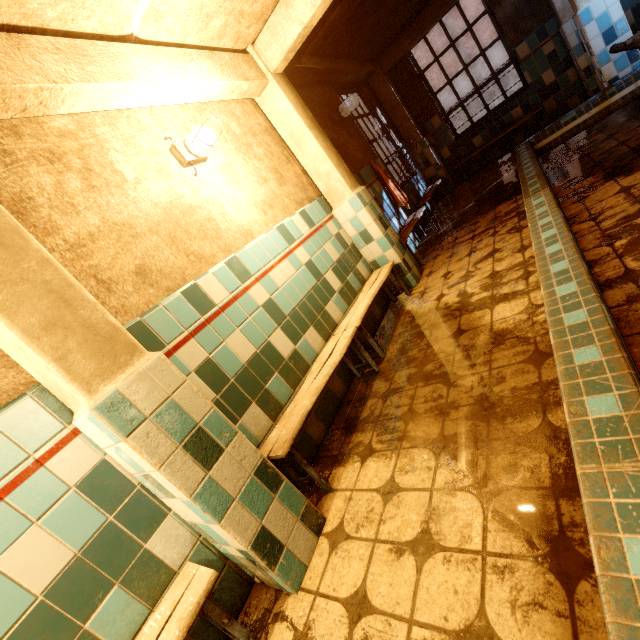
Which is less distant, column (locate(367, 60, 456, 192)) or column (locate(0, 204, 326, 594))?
column (locate(0, 204, 326, 594))

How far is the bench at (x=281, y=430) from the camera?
1.90m

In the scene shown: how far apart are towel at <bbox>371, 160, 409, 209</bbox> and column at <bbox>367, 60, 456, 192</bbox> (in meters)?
2.24

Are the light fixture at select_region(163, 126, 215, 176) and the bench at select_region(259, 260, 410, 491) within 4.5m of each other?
yes

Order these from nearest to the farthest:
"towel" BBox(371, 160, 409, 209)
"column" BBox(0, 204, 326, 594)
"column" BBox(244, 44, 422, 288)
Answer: "column" BBox(0, 204, 326, 594)
"column" BBox(244, 44, 422, 288)
"towel" BBox(371, 160, 409, 209)

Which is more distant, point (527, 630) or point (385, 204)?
point (385, 204)

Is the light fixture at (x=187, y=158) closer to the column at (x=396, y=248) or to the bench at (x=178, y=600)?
the column at (x=396, y=248)

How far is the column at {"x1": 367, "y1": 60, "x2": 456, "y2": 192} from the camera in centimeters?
642cm
